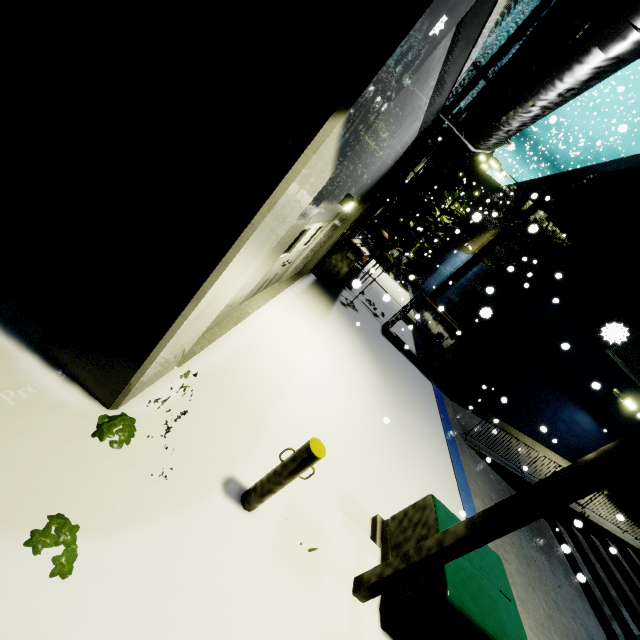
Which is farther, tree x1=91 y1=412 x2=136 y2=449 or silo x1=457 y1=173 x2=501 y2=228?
silo x1=457 y1=173 x2=501 y2=228

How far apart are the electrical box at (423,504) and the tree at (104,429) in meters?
3.3

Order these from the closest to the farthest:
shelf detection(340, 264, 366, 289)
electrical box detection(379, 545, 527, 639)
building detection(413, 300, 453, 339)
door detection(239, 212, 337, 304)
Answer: electrical box detection(379, 545, 527, 639) < shelf detection(340, 264, 366, 289) < door detection(239, 212, 337, 304) < building detection(413, 300, 453, 339)

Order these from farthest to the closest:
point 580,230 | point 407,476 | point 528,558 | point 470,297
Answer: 1. point 470,297
2. point 580,230
3. point 528,558
4. point 407,476

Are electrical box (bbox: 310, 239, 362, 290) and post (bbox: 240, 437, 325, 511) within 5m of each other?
no

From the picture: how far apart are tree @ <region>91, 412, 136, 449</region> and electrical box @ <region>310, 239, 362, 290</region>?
8.9 meters

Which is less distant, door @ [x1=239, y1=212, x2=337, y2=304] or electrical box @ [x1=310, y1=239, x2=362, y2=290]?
door @ [x1=239, y1=212, x2=337, y2=304]

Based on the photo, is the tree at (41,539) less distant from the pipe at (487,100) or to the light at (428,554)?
the light at (428,554)
